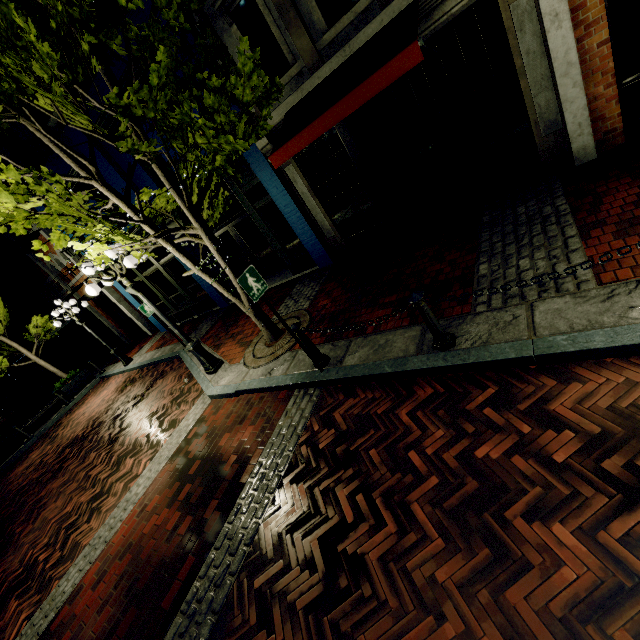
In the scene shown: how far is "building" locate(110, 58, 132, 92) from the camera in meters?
7.6

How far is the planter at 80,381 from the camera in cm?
1488

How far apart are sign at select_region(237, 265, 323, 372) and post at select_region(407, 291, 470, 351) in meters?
1.7

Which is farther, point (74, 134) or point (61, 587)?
point (74, 134)

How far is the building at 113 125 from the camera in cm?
862

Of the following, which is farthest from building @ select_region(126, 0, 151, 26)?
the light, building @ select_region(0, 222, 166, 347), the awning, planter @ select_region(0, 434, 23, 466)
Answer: planter @ select_region(0, 434, 23, 466)

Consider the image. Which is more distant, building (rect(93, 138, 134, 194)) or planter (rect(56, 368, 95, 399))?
planter (rect(56, 368, 95, 399))

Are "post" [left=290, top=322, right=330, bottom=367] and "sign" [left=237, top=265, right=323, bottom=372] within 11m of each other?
yes
